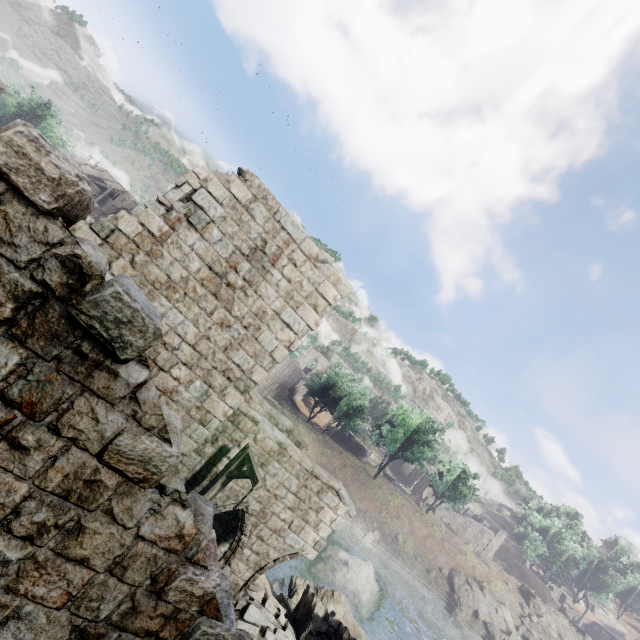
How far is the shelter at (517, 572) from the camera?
51.9m

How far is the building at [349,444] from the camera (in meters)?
53.12

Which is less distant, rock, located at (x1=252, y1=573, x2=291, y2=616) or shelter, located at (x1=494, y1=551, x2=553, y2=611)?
rock, located at (x1=252, y1=573, x2=291, y2=616)

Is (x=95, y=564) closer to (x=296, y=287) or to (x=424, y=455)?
(x=296, y=287)

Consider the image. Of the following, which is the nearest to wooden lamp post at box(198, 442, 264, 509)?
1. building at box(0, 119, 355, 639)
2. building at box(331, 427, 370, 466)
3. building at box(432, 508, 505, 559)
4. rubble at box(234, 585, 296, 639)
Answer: building at box(0, 119, 355, 639)

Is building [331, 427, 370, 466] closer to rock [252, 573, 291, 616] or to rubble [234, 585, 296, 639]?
rock [252, 573, 291, 616]

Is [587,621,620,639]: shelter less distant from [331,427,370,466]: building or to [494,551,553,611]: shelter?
[494,551,553,611]: shelter
